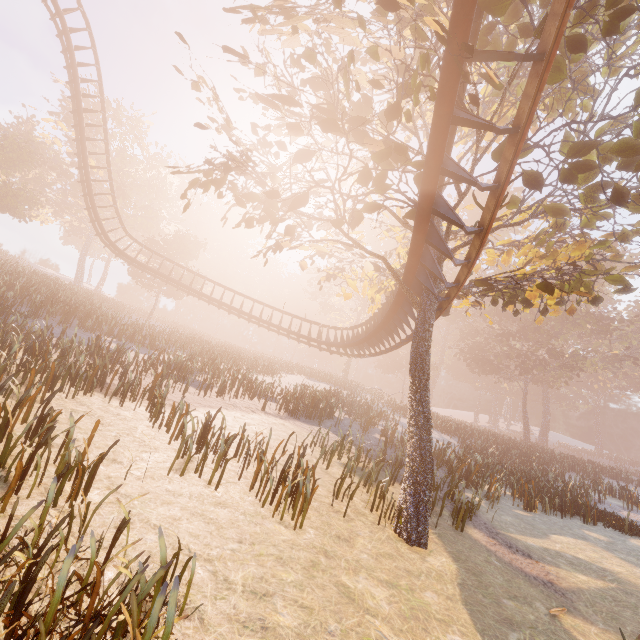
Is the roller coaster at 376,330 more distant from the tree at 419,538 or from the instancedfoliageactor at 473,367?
the instancedfoliageactor at 473,367

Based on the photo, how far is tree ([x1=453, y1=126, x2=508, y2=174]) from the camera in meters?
6.7

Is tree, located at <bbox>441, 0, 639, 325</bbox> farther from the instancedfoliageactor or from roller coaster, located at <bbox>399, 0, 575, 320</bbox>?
the instancedfoliageactor

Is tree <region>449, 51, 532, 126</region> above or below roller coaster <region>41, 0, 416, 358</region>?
above

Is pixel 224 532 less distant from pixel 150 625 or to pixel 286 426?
pixel 150 625

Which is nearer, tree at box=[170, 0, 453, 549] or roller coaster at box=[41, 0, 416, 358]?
tree at box=[170, 0, 453, 549]

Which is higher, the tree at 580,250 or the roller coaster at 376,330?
the tree at 580,250

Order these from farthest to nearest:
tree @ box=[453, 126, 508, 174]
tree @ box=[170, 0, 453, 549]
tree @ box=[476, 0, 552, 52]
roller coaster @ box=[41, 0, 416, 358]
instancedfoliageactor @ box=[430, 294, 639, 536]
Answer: roller coaster @ box=[41, 0, 416, 358] → instancedfoliageactor @ box=[430, 294, 639, 536] → tree @ box=[453, 126, 508, 174] → tree @ box=[170, 0, 453, 549] → tree @ box=[476, 0, 552, 52]
